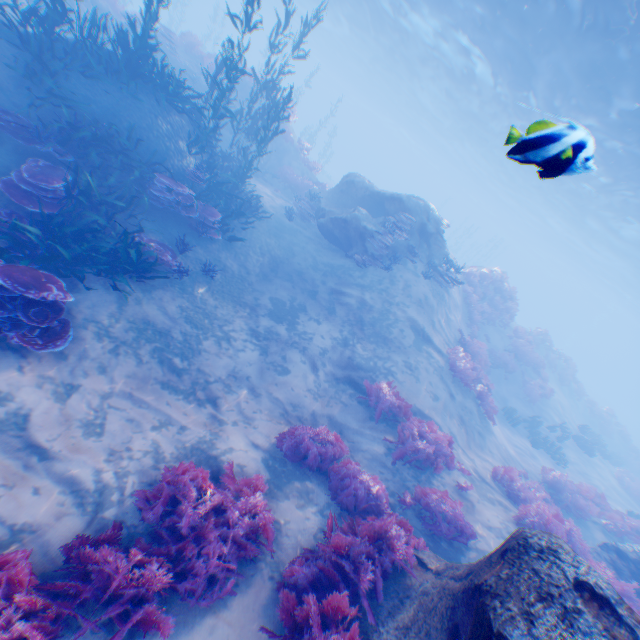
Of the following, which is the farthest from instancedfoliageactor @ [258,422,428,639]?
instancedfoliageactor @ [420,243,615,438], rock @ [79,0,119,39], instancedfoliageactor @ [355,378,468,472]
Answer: rock @ [79,0,119,39]

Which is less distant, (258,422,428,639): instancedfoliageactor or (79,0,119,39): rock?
(258,422,428,639): instancedfoliageactor

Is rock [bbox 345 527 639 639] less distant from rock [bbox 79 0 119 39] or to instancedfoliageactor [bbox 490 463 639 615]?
instancedfoliageactor [bbox 490 463 639 615]

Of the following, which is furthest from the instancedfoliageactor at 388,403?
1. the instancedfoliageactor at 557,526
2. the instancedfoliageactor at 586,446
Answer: the instancedfoliageactor at 586,446

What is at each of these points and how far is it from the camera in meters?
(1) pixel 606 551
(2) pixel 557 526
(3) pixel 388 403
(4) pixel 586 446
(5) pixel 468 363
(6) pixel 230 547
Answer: (1) rock, 9.4
(2) instancedfoliageactor, 7.4
(3) instancedfoliageactor, 9.0
(4) instancedfoliageactor, 19.0
(5) instancedfoliageactor, 12.8
(6) instancedfoliageactor, 4.7

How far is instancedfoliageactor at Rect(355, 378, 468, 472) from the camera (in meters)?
8.12

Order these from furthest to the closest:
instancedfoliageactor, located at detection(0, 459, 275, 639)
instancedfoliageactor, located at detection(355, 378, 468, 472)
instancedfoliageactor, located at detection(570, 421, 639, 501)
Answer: instancedfoliageactor, located at detection(570, 421, 639, 501)
instancedfoliageactor, located at detection(355, 378, 468, 472)
instancedfoliageactor, located at detection(0, 459, 275, 639)

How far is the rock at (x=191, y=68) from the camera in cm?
1698
